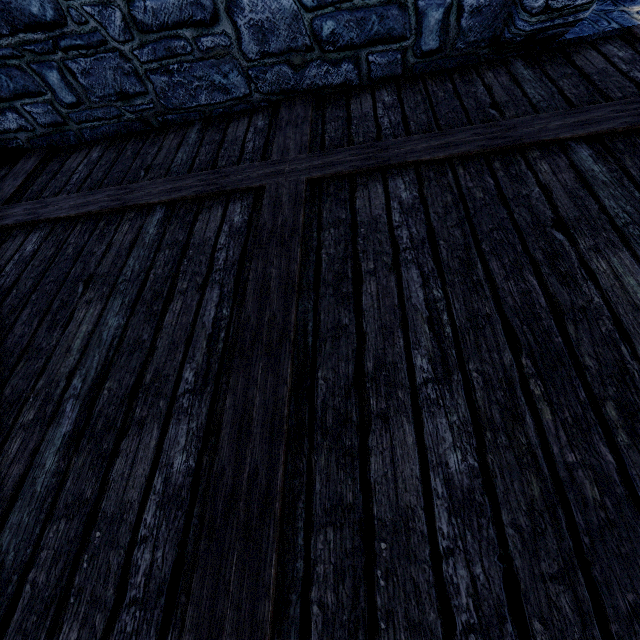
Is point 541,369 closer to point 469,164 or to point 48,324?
point 469,164
